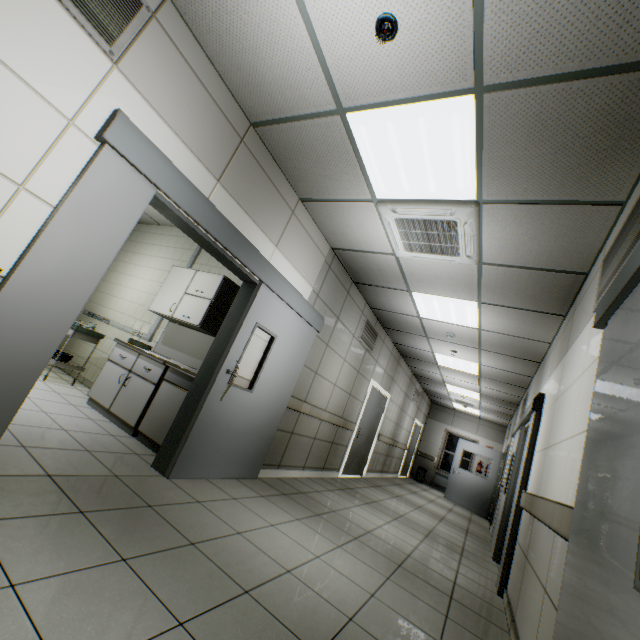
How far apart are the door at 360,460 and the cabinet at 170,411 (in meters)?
4.44

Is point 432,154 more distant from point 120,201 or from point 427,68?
point 120,201

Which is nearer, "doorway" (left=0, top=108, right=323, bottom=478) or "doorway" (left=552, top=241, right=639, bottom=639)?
"doorway" (left=552, top=241, right=639, bottom=639)

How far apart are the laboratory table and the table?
0.9 meters

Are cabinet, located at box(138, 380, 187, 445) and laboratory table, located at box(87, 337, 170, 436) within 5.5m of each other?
yes

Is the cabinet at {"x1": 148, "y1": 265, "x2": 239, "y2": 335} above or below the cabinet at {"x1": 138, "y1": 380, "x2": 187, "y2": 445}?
above

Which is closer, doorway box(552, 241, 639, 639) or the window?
doorway box(552, 241, 639, 639)

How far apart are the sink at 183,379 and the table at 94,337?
2.12m
